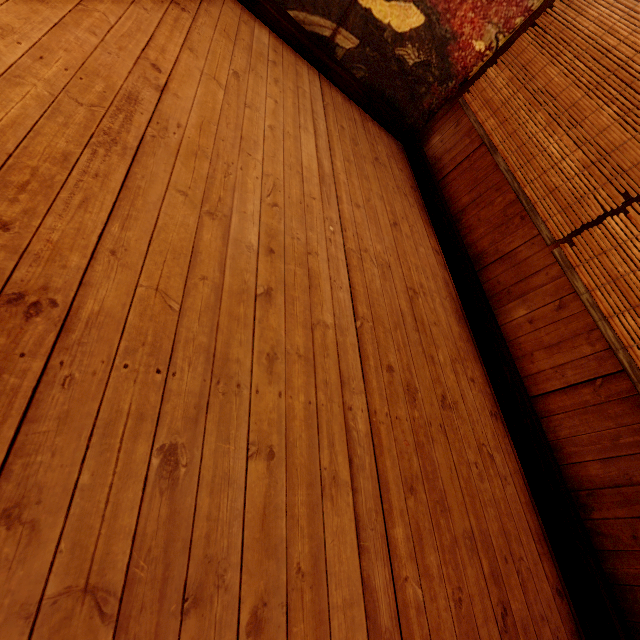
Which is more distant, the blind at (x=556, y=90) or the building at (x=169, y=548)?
the blind at (x=556, y=90)

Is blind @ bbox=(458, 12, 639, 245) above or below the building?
above

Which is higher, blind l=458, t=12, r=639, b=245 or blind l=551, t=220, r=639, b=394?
blind l=458, t=12, r=639, b=245

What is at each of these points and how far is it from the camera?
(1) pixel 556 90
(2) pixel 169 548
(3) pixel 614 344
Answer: (1) blind, 3.9m
(2) building, 1.1m
(3) blind, 2.8m

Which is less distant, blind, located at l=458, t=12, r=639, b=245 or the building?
the building
